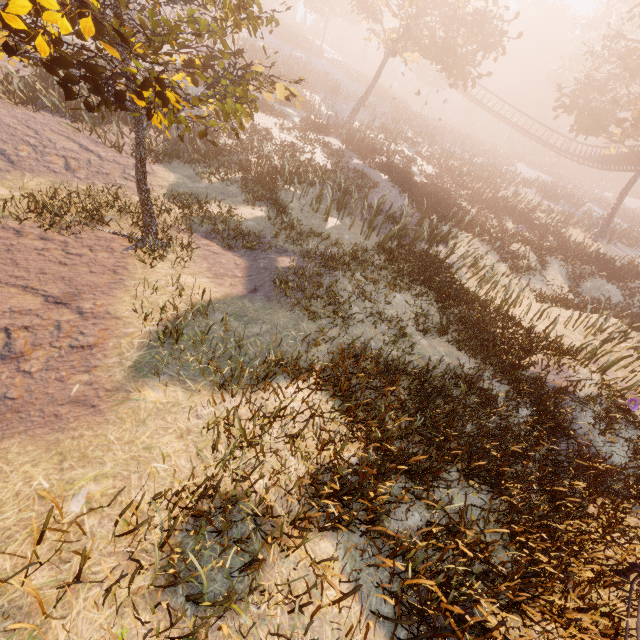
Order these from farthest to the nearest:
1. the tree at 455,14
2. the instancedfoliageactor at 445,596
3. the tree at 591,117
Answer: the tree at 591,117
the tree at 455,14
the instancedfoliageactor at 445,596

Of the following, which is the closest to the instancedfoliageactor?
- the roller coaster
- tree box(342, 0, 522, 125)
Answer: the roller coaster

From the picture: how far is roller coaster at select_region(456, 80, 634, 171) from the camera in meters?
30.9 m

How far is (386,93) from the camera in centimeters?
4009cm

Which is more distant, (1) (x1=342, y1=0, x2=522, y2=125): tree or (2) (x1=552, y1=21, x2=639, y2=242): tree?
(2) (x1=552, y1=21, x2=639, y2=242): tree

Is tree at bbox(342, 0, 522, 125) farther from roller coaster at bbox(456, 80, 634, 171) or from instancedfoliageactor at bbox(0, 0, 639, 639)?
instancedfoliageactor at bbox(0, 0, 639, 639)

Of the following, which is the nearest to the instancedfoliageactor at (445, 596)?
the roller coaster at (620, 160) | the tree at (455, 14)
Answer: the roller coaster at (620, 160)
